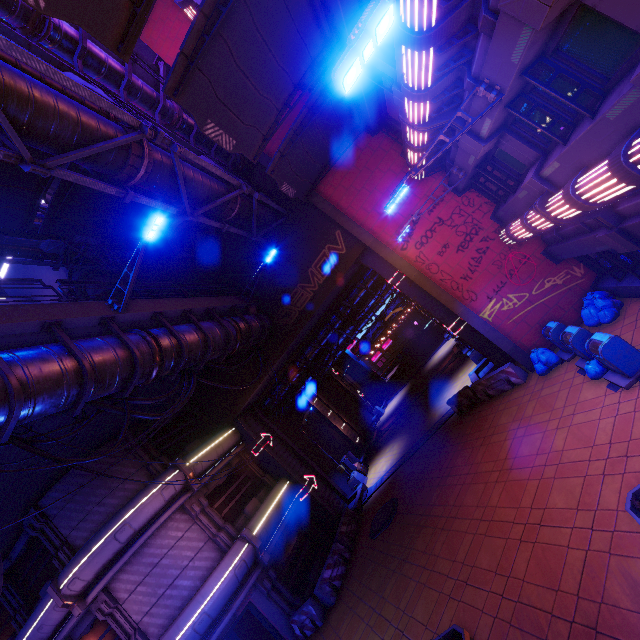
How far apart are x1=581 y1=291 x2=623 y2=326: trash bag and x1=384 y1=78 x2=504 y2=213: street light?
8.6 meters

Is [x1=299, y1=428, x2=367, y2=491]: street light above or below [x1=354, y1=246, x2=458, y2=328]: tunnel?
below

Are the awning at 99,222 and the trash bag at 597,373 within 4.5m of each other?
no

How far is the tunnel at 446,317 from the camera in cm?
1620

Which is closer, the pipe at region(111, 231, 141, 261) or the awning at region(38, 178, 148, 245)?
the awning at region(38, 178, 148, 245)

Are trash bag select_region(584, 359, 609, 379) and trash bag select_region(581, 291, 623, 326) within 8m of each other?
yes

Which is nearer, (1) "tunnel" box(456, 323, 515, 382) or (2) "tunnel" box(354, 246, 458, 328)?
(1) "tunnel" box(456, 323, 515, 382)

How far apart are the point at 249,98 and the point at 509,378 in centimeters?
1404cm
